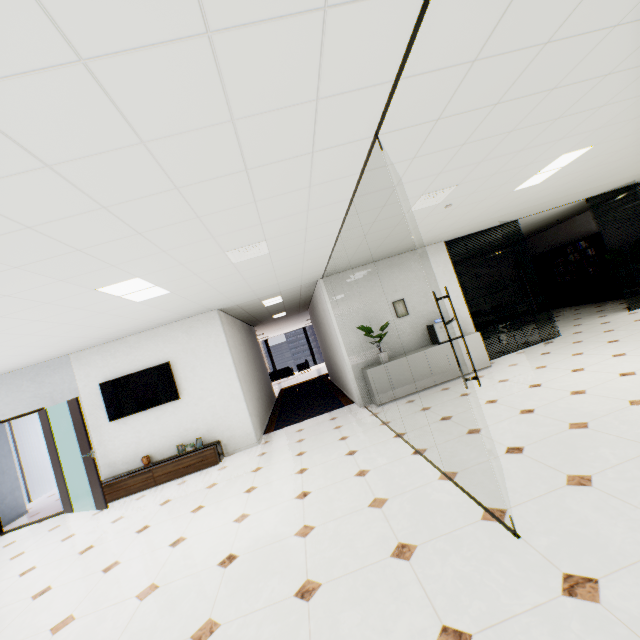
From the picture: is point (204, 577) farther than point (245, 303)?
No

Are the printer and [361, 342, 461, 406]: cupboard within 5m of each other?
yes

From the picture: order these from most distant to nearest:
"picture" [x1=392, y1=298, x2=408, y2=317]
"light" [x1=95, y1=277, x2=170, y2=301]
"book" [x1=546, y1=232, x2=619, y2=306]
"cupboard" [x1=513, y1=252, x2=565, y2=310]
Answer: "cupboard" [x1=513, y1=252, x2=565, y2=310] < "book" [x1=546, y1=232, x2=619, y2=306] < "picture" [x1=392, y1=298, x2=408, y2=317] < "light" [x1=95, y1=277, x2=170, y2=301]

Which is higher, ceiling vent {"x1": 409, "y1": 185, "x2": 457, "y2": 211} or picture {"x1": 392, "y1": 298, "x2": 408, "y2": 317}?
ceiling vent {"x1": 409, "y1": 185, "x2": 457, "y2": 211}

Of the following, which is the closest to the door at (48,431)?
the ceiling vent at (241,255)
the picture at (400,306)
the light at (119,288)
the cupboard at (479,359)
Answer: the light at (119,288)

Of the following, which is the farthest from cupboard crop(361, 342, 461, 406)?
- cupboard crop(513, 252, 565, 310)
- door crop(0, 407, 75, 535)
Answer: cupboard crop(513, 252, 565, 310)

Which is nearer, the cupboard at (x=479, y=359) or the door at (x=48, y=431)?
the door at (x=48, y=431)

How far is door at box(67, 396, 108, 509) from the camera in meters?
5.7 m
